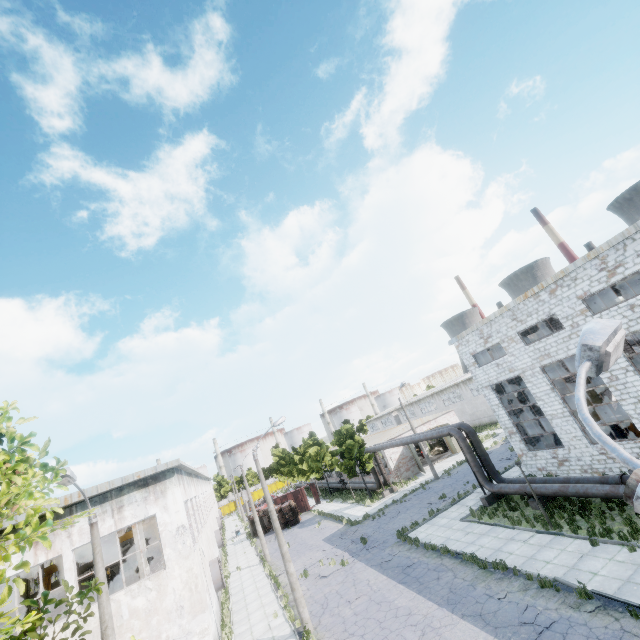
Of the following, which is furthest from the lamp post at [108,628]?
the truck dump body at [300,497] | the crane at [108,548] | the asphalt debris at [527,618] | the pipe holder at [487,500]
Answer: the truck dump body at [300,497]

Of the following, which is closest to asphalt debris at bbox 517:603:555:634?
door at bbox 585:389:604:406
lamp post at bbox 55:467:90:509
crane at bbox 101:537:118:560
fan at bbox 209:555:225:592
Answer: lamp post at bbox 55:467:90:509

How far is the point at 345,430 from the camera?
38.7 meters

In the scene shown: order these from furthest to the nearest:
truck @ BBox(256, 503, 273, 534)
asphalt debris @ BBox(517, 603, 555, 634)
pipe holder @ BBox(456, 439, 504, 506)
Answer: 1. truck @ BBox(256, 503, 273, 534)
2. pipe holder @ BBox(456, 439, 504, 506)
3. asphalt debris @ BBox(517, 603, 555, 634)

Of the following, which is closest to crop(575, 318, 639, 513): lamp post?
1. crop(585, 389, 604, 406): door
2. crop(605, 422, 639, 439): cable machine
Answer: crop(605, 422, 639, 439): cable machine

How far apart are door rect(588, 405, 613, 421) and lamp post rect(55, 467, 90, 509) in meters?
34.6

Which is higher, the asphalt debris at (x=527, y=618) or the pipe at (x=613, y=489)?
the pipe at (x=613, y=489)
